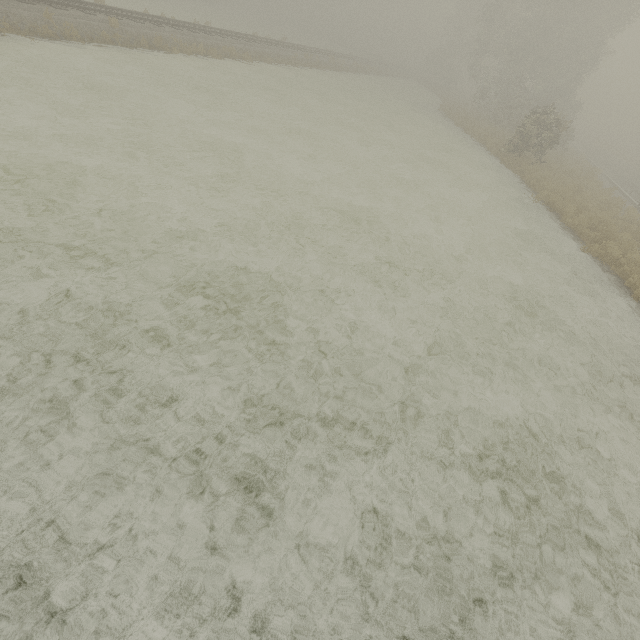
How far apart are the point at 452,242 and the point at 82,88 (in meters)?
14.76
